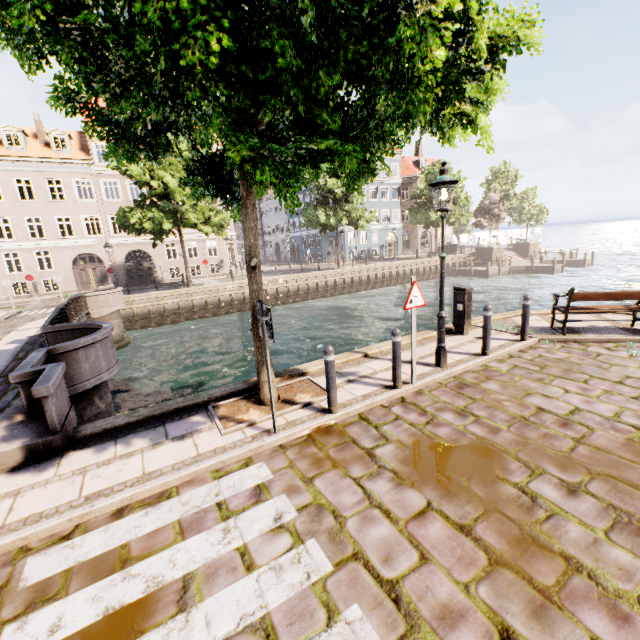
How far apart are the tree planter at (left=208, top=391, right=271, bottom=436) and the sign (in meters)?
1.93

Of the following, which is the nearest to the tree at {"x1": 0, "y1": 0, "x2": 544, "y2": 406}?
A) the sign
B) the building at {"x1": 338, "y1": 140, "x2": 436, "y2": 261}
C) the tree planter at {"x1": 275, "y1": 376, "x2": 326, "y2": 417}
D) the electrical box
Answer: the tree planter at {"x1": 275, "y1": 376, "x2": 326, "y2": 417}

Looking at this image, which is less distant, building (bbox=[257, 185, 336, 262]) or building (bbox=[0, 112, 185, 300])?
building (bbox=[0, 112, 185, 300])

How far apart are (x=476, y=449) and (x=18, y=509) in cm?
550

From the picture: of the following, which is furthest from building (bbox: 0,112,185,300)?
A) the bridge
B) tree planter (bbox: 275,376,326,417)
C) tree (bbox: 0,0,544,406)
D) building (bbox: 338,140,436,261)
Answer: building (bbox: 338,140,436,261)

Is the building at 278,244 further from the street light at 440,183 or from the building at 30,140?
the building at 30,140

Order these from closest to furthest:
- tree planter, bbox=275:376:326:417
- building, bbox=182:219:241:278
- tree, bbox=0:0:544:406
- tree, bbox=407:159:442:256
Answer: tree, bbox=0:0:544:406 < tree planter, bbox=275:376:326:417 < building, bbox=182:219:241:278 < tree, bbox=407:159:442:256

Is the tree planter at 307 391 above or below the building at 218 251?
below
